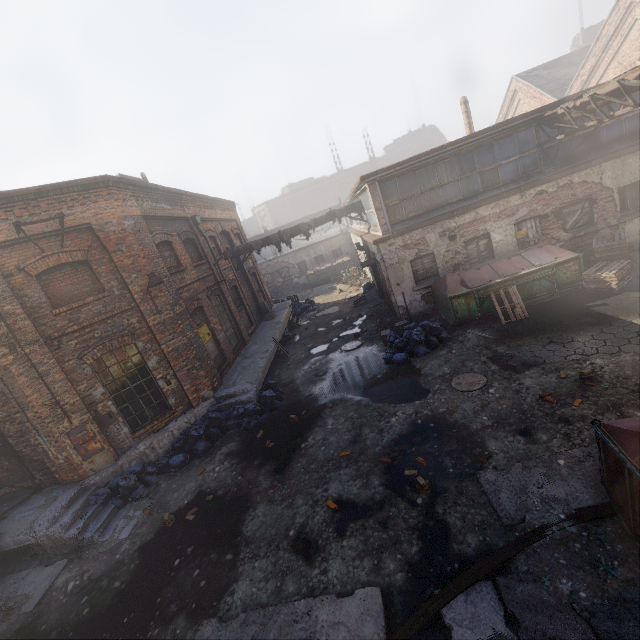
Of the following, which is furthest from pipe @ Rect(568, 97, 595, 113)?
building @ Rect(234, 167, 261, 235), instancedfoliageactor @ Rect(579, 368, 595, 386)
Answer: building @ Rect(234, 167, 261, 235)

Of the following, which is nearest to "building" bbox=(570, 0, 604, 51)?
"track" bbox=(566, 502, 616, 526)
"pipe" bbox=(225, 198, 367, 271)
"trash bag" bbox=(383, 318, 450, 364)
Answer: "pipe" bbox=(225, 198, 367, 271)

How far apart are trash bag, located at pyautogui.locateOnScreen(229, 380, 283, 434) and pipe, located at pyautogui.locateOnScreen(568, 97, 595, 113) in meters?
13.3 m

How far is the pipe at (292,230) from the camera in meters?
17.4 m

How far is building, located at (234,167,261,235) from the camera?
56.6m

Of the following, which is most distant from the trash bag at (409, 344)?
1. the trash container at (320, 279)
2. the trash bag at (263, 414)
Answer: the trash container at (320, 279)

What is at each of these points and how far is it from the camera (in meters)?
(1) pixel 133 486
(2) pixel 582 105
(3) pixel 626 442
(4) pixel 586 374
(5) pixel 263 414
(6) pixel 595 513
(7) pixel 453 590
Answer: (1) trash bag, 8.66
(2) pipe, 10.02
(3) trash container, 3.94
(4) instancedfoliageactor, 6.97
(5) trash bag, 10.60
(6) track, 4.60
(7) track, 4.34

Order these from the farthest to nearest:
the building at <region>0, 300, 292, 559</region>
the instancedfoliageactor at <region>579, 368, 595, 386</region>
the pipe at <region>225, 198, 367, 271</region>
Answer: the pipe at <region>225, 198, 367, 271</region>
the building at <region>0, 300, 292, 559</region>
the instancedfoliageactor at <region>579, 368, 595, 386</region>
